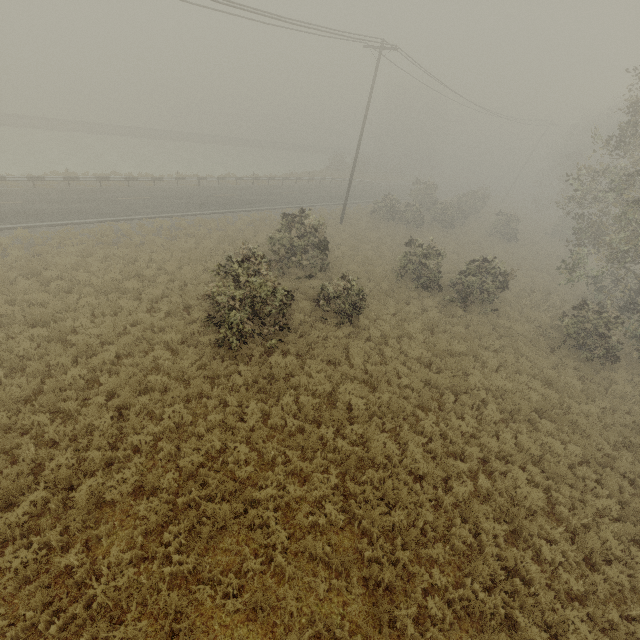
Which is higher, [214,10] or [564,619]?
[214,10]
